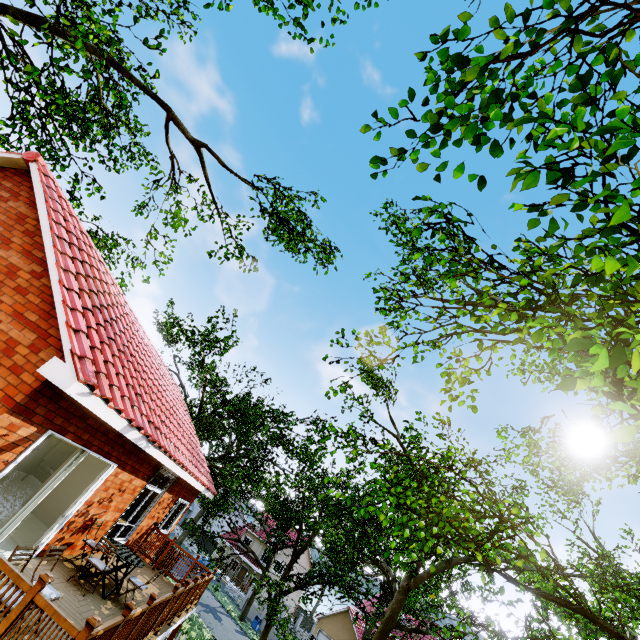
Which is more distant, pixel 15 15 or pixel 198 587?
pixel 198 587

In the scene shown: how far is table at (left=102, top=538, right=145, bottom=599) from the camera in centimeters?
735cm

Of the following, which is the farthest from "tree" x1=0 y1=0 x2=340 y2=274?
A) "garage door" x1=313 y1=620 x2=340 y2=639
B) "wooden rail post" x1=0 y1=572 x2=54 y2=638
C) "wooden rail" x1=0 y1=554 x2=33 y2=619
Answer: "wooden rail post" x1=0 y1=572 x2=54 y2=638

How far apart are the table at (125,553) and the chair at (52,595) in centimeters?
263cm

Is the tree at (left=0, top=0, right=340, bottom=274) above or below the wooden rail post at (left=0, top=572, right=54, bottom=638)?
above

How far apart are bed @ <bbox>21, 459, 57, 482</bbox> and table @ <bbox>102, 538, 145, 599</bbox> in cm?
366

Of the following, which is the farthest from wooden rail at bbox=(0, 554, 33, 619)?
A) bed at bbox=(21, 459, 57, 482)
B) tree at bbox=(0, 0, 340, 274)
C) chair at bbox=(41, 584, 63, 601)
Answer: tree at bbox=(0, 0, 340, 274)

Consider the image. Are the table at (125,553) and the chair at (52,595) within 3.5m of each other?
yes
